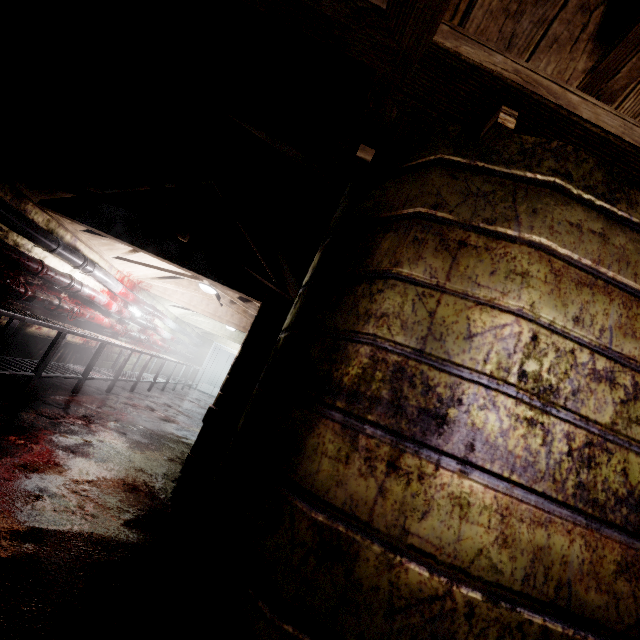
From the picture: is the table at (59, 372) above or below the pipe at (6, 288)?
below

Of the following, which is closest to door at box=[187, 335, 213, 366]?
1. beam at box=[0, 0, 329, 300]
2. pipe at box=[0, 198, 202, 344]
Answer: pipe at box=[0, 198, 202, 344]

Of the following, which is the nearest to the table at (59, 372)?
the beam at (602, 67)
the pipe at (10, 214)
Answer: the pipe at (10, 214)

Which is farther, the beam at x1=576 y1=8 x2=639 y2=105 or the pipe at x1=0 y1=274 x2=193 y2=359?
the pipe at x1=0 y1=274 x2=193 y2=359

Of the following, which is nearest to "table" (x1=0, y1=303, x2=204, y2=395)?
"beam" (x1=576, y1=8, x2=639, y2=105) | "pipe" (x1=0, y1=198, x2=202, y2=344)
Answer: "pipe" (x1=0, y1=198, x2=202, y2=344)

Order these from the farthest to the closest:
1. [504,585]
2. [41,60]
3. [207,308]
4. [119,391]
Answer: [207,308] < [119,391] < [41,60] < [504,585]

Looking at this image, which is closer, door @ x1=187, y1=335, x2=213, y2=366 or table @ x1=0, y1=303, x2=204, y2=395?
table @ x1=0, y1=303, x2=204, y2=395

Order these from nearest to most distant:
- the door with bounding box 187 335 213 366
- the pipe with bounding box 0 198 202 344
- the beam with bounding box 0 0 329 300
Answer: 1. the beam with bounding box 0 0 329 300
2. the pipe with bounding box 0 198 202 344
3. the door with bounding box 187 335 213 366
